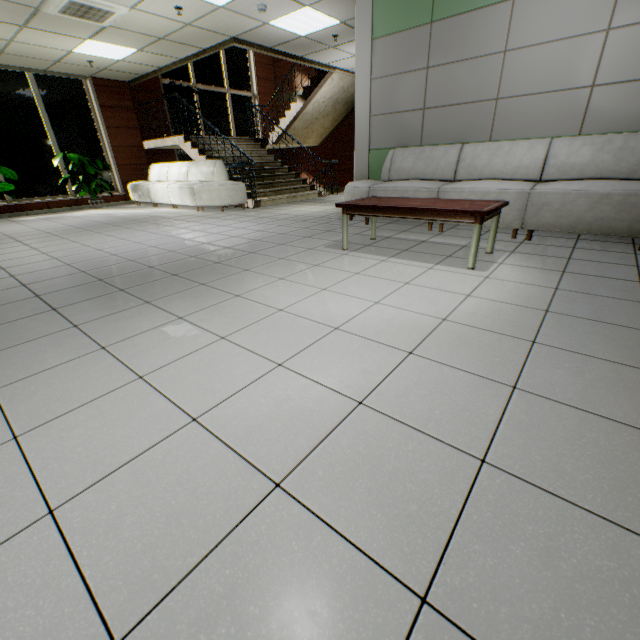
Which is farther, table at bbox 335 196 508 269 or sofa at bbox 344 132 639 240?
sofa at bbox 344 132 639 240

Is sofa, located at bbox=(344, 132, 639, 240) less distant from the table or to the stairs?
the table

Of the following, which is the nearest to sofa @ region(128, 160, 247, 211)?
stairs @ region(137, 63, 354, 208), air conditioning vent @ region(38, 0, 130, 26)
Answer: stairs @ region(137, 63, 354, 208)

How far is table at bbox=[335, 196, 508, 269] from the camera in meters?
2.8

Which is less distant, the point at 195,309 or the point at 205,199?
the point at 195,309

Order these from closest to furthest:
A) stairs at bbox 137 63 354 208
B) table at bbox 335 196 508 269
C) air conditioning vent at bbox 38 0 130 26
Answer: table at bbox 335 196 508 269, air conditioning vent at bbox 38 0 130 26, stairs at bbox 137 63 354 208

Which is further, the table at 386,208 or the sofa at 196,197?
the sofa at 196,197

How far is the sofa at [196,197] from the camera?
7.33m
